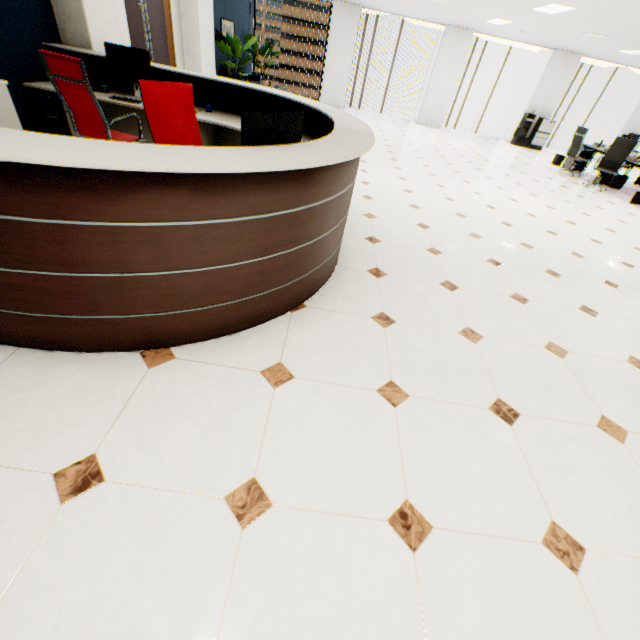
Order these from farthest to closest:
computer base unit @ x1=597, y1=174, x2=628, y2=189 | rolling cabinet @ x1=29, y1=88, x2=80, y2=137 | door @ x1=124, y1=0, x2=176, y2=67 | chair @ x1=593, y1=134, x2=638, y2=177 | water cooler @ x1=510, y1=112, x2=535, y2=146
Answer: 1. water cooler @ x1=510, y1=112, x2=535, y2=146
2. computer base unit @ x1=597, y1=174, x2=628, y2=189
3. chair @ x1=593, y1=134, x2=638, y2=177
4. door @ x1=124, y1=0, x2=176, y2=67
5. rolling cabinet @ x1=29, y1=88, x2=80, y2=137

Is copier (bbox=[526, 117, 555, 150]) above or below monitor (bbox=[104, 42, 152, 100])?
below

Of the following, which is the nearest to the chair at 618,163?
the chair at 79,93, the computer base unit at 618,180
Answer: the computer base unit at 618,180

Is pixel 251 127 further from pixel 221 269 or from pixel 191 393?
pixel 191 393

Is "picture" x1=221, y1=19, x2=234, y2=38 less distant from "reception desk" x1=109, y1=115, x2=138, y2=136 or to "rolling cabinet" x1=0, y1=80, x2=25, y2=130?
"reception desk" x1=109, y1=115, x2=138, y2=136

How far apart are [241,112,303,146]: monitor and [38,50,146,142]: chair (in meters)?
2.36

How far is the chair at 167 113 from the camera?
2.7m

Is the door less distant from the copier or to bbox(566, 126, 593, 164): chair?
bbox(566, 126, 593, 164): chair
